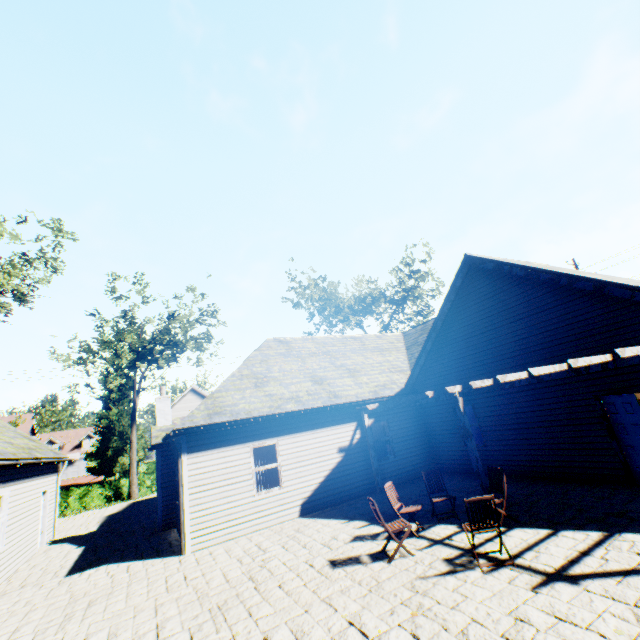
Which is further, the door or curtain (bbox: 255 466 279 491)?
curtain (bbox: 255 466 279 491)

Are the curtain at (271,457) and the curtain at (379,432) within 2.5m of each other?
no

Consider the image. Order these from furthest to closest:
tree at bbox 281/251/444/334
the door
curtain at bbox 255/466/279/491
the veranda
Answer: tree at bbox 281/251/444/334
curtain at bbox 255/466/279/491
the door
the veranda

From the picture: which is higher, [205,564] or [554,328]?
[554,328]

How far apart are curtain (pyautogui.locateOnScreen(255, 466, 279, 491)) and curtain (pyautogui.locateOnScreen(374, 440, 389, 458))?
4.03m

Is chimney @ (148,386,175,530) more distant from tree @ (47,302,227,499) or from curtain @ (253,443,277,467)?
tree @ (47,302,227,499)

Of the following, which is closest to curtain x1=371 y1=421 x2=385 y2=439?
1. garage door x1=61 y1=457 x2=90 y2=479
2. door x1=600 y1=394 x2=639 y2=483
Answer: door x1=600 y1=394 x2=639 y2=483

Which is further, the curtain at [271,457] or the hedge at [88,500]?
the hedge at [88,500]
